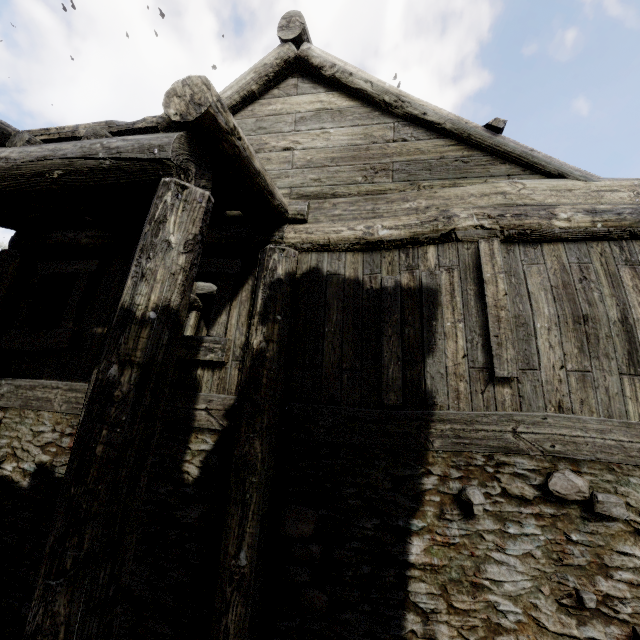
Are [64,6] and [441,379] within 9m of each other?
no
